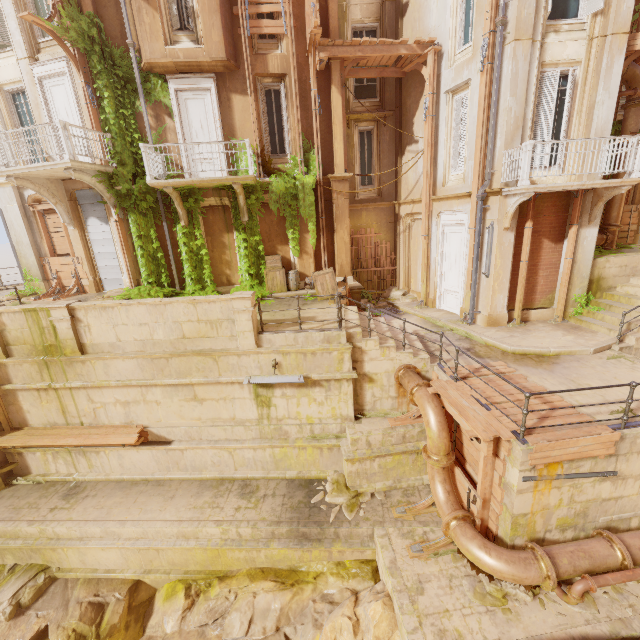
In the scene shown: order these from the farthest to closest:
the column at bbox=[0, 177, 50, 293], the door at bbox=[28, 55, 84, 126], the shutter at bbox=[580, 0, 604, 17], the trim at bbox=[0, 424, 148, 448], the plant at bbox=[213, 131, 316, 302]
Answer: the column at bbox=[0, 177, 50, 293] < the plant at bbox=[213, 131, 316, 302] < the door at bbox=[28, 55, 84, 126] < the trim at bbox=[0, 424, 148, 448] < the shutter at bbox=[580, 0, 604, 17]

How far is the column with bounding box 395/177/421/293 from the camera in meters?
13.9

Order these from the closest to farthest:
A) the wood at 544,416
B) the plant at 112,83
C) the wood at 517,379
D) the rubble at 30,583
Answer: the wood at 544,416 < the wood at 517,379 < the rubble at 30,583 < the plant at 112,83

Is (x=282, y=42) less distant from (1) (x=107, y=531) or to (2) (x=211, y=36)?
(2) (x=211, y=36)

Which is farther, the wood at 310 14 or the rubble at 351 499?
the wood at 310 14

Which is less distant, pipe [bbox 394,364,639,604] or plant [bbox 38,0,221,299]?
pipe [bbox 394,364,639,604]

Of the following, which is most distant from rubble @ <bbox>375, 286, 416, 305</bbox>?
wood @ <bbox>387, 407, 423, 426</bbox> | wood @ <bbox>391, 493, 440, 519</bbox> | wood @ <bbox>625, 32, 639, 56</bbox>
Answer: wood @ <bbox>625, 32, 639, 56</bbox>

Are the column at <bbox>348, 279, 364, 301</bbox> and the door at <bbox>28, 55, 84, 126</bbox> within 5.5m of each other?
no
